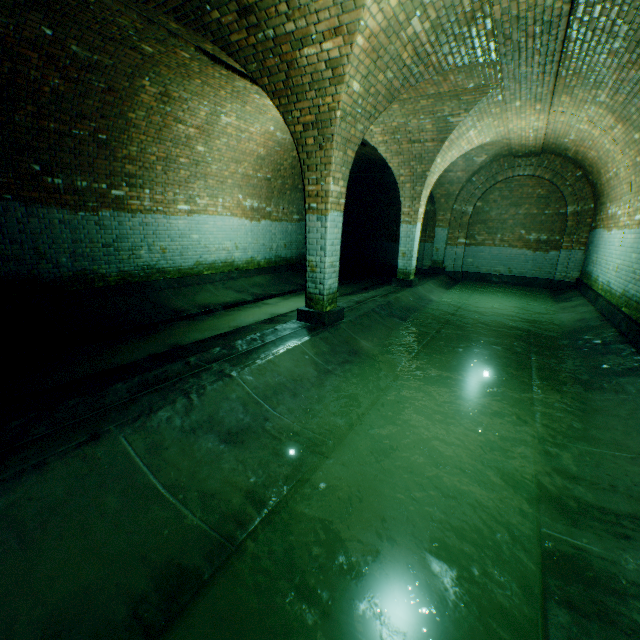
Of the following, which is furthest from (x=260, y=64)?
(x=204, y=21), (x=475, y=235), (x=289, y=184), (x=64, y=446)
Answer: (x=475, y=235)

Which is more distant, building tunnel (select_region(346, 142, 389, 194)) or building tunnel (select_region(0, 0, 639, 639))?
building tunnel (select_region(346, 142, 389, 194))

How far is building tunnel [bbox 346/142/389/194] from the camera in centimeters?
1108cm

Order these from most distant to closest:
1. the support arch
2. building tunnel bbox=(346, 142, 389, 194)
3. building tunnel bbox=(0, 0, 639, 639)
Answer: building tunnel bbox=(346, 142, 389, 194) → the support arch → building tunnel bbox=(0, 0, 639, 639)

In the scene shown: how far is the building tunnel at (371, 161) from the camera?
11.08m

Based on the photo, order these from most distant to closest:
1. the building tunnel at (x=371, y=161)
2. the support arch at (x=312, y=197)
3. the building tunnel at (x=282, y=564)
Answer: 1. the building tunnel at (x=371, y=161)
2. the support arch at (x=312, y=197)
3. the building tunnel at (x=282, y=564)

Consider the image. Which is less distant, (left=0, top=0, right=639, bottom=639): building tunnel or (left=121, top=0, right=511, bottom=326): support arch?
(left=0, top=0, right=639, bottom=639): building tunnel
